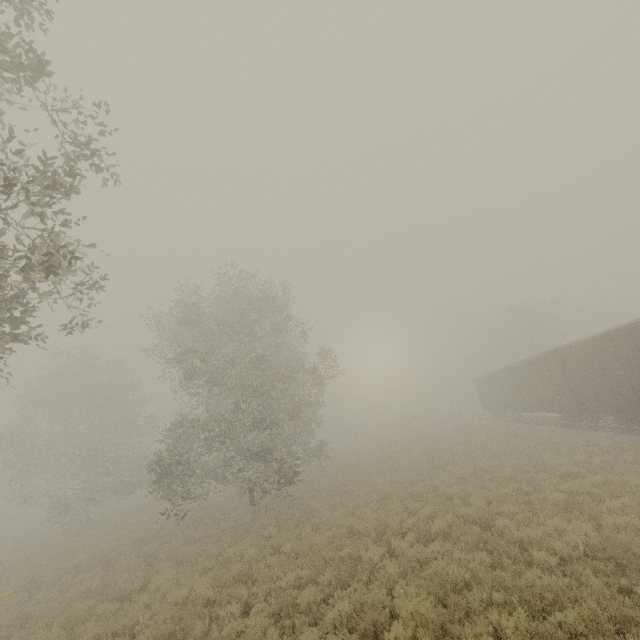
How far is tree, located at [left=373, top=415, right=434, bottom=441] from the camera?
49.2 meters

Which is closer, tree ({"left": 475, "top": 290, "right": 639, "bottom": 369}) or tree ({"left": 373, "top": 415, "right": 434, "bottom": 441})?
tree ({"left": 475, "top": 290, "right": 639, "bottom": 369})

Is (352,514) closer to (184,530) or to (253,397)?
(253,397)

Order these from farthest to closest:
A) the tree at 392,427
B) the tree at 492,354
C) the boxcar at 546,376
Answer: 1. the tree at 392,427
2. the tree at 492,354
3. the boxcar at 546,376

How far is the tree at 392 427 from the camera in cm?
4918

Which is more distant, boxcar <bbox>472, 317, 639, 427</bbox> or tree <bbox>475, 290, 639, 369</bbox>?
tree <bbox>475, 290, 639, 369</bbox>

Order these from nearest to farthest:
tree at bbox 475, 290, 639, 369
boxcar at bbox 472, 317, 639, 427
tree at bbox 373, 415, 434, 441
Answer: boxcar at bbox 472, 317, 639, 427 < tree at bbox 475, 290, 639, 369 < tree at bbox 373, 415, 434, 441

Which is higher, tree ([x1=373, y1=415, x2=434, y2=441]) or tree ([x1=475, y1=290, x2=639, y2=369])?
tree ([x1=475, y1=290, x2=639, y2=369])
